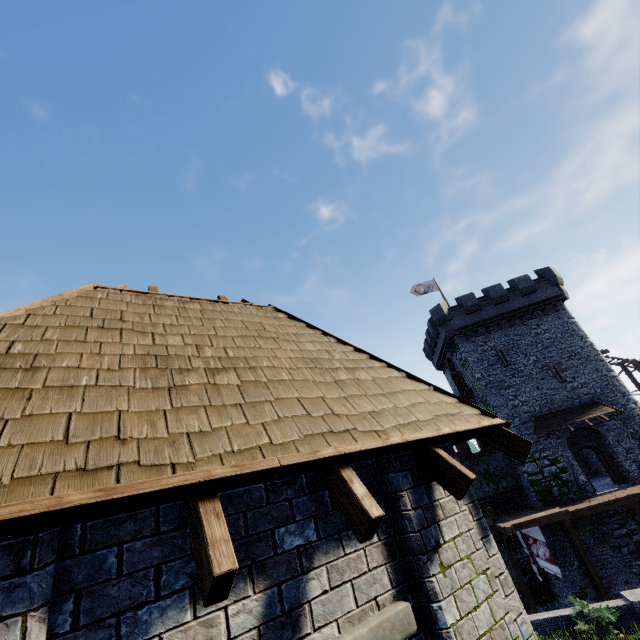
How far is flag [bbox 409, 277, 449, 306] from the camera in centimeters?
3253cm

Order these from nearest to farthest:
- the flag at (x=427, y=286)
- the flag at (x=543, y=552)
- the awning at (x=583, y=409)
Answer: the flag at (x=543, y=552), the awning at (x=583, y=409), the flag at (x=427, y=286)

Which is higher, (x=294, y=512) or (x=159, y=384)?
(x=159, y=384)

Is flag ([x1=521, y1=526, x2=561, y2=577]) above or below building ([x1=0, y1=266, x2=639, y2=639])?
below

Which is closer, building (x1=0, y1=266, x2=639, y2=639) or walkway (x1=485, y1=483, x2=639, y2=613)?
building (x1=0, y1=266, x2=639, y2=639)

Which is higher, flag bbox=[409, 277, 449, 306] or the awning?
flag bbox=[409, 277, 449, 306]

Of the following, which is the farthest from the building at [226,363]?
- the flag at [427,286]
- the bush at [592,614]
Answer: the flag at [427,286]

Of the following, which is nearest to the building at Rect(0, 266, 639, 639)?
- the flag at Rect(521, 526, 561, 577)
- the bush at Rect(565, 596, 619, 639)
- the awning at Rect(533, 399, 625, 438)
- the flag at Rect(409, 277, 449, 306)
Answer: the bush at Rect(565, 596, 619, 639)
